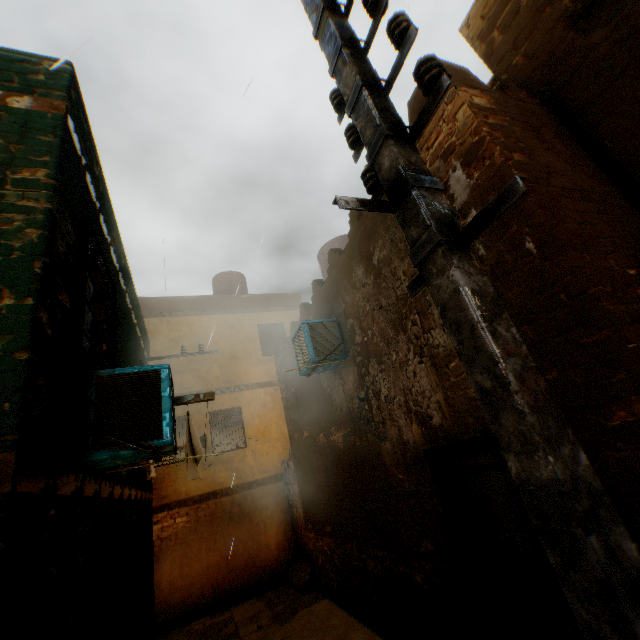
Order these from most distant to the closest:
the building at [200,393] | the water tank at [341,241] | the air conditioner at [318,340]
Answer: the water tank at [341,241]
the air conditioner at [318,340]
the building at [200,393]

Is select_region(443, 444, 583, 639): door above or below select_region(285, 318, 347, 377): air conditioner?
below

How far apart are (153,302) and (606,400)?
12.9m

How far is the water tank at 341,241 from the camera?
9.1m

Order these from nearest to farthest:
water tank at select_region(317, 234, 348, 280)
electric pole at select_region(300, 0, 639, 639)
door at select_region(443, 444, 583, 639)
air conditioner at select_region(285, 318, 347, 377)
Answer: electric pole at select_region(300, 0, 639, 639) < door at select_region(443, 444, 583, 639) < air conditioner at select_region(285, 318, 347, 377) < water tank at select_region(317, 234, 348, 280)

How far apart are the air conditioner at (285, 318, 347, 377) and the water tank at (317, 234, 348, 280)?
2.5 meters

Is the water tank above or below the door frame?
above

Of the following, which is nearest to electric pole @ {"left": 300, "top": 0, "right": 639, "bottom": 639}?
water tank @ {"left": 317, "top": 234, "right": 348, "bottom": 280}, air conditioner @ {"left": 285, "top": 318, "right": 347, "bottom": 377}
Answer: water tank @ {"left": 317, "top": 234, "right": 348, "bottom": 280}
